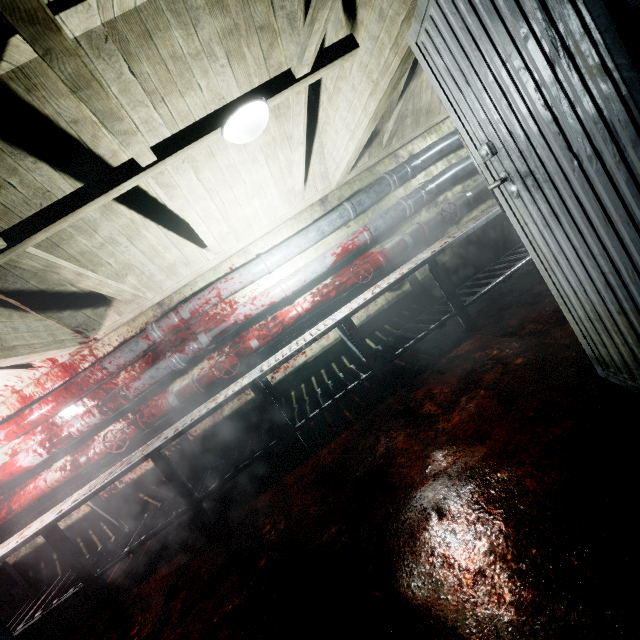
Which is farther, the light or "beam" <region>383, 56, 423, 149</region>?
"beam" <region>383, 56, 423, 149</region>

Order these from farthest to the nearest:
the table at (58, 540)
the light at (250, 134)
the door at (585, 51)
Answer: the table at (58, 540) → the light at (250, 134) → the door at (585, 51)

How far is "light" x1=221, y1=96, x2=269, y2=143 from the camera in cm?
178

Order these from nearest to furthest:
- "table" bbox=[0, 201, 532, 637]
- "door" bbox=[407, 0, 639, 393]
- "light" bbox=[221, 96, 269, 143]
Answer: "door" bbox=[407, 0, 639, 393], "light" bbox=[221, 96, 269, 143], "table" bbox=[0, 201, 532, 637]

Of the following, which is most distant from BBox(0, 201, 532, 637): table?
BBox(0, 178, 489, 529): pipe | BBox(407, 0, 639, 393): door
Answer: BBox(407, 0, 639, 393): door

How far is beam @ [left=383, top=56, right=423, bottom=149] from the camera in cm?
270

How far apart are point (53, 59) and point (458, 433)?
2.4m

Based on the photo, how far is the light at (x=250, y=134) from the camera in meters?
1.8 m
